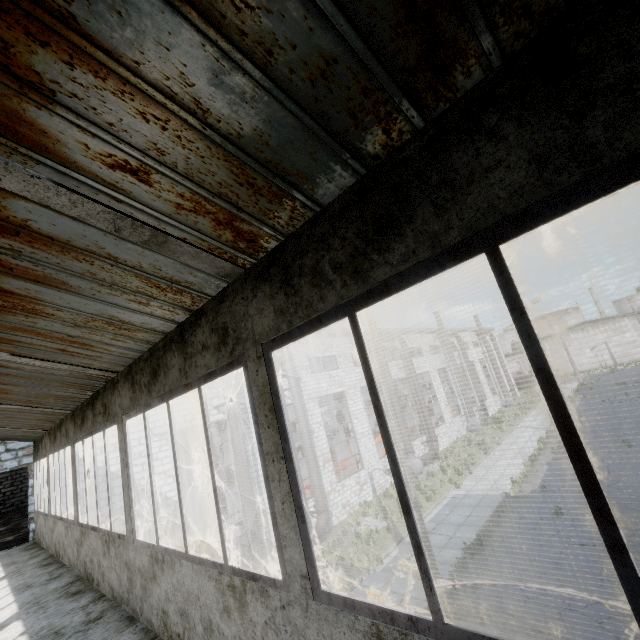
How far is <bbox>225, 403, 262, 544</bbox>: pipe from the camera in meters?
13.3 m

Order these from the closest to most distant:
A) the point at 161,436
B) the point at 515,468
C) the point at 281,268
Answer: the point at 281,268
the point at 161,436
the point at 515,468

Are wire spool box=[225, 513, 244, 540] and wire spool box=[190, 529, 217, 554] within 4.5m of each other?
yes

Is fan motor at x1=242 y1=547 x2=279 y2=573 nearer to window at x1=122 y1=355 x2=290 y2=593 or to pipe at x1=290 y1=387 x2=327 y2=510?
pipe at x1=290 y1=387 x2=327 y2=510

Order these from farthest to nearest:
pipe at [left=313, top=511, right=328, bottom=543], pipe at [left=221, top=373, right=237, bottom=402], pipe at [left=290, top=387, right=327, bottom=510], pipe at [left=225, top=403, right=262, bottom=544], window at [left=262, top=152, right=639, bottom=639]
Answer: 1. pipe at [left=290, top=387, right=327, bottom=510]
2. pipe at [left=313, top=511, right=328, bottom=543]
3. pipe at [left=221, top=373, right=237, bottom=402]
4. pipe at [left=225, top=403, right=262, bottom=544]
5. window at [left=262, top=152, right=639, bottom=639]

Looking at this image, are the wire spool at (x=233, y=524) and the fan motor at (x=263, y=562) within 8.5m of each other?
yes

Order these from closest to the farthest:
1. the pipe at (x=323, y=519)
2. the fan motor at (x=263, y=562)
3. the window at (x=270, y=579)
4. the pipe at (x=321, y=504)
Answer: the window at (x=270, y=579) < the fan motor at (x=263, y=562) < the pipe at (x=323, y=519) < the pipe at (x=321, y=504)
